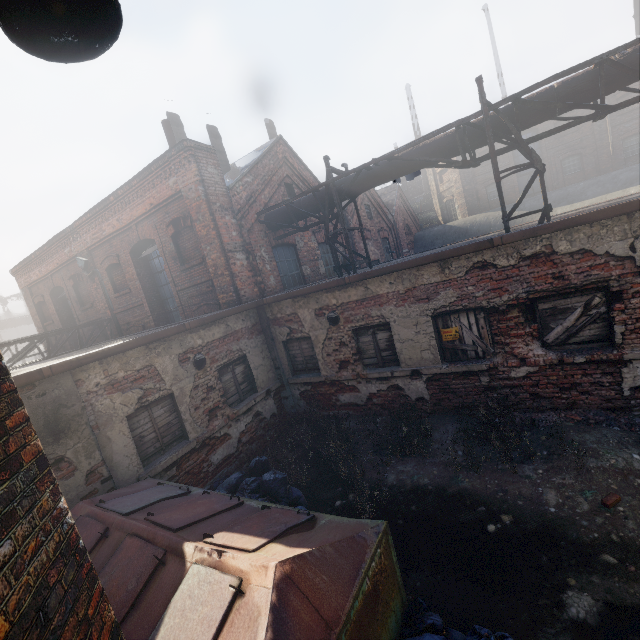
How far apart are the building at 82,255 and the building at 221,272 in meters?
5.8 m

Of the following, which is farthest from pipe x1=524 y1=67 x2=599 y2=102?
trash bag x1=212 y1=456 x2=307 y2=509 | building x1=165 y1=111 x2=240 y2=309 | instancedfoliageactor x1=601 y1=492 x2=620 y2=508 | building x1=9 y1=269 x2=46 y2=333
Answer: building x1=9 y1=269 x2=46 y2=333

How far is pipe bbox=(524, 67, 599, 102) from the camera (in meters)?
6.27

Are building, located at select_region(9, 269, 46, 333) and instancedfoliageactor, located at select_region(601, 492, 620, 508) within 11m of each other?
no

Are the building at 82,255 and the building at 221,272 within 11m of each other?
yes

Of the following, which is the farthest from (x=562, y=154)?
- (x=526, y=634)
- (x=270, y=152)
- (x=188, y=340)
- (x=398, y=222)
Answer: (x=526, y=634)

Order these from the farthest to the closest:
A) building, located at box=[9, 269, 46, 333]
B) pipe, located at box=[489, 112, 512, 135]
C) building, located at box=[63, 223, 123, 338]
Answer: building, located at box=[9, 269, 46, 333] < building, located at box=[63, 223, 123, 338] < pipe, located at box=[489, 112, 512, 135]
